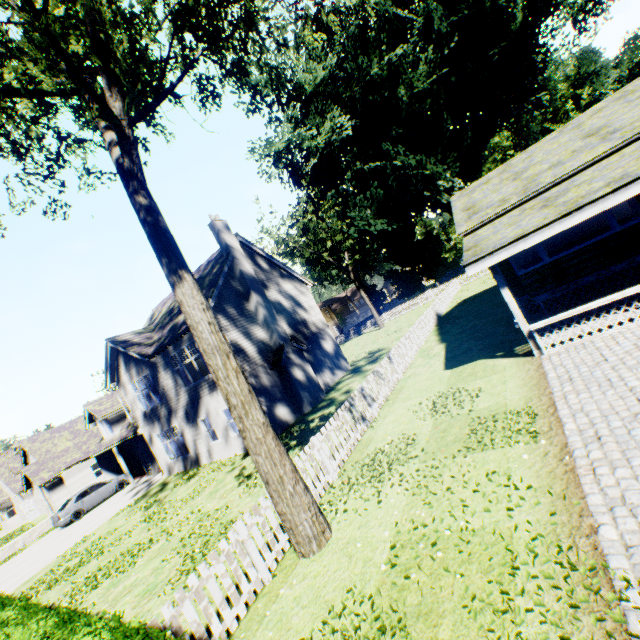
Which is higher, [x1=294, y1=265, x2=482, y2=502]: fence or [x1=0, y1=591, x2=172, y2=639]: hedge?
[x1=0, y1=591, x2=172, y2=639]: hedge

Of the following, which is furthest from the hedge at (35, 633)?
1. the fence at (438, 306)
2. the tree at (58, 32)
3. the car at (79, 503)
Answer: the car at (79, 503)

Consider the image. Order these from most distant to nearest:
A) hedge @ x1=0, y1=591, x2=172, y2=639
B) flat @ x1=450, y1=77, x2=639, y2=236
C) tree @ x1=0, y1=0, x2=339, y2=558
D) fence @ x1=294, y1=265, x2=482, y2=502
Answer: flat @ x1=450, y1=77, x2=639, y2=236 → fence @ x1=294, y1=265, x2=482, y2=502 → tree @ x1=0, y1=0, x2=339, y2=558 → hedge @ x1=0, y1=591, x2=172, y2=639

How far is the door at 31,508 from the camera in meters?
35.2 m

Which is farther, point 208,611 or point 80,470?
point 80,470

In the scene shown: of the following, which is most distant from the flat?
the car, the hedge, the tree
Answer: the car

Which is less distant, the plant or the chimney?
the chimney

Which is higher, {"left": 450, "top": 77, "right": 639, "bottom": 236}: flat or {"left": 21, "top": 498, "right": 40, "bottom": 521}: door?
{"left": 450, "top": 77, "right": 639, "bottom": 236}: flat
